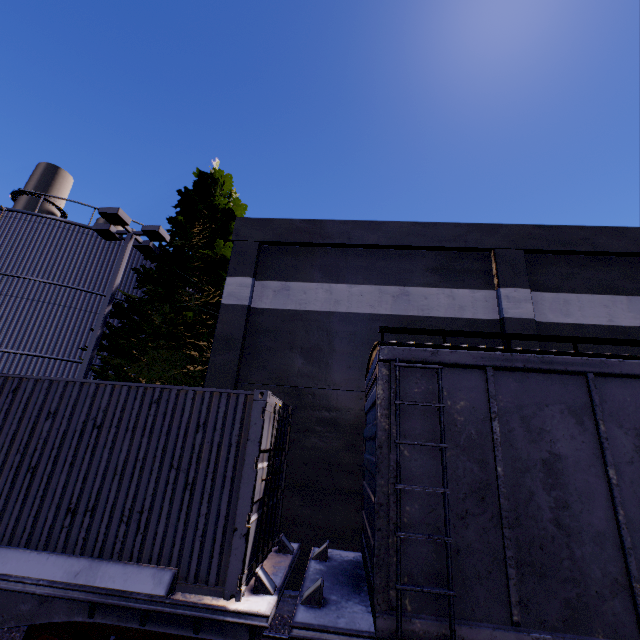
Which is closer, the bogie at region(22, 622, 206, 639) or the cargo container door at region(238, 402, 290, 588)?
the bogie at region(22, 622, 206, 639)

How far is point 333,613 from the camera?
4.0 meters

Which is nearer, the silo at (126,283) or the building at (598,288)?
the building at (598,288)

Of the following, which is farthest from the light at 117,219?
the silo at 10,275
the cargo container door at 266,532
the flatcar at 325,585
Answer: the flatcar at 325,585

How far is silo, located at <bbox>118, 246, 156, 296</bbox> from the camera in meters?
15.2

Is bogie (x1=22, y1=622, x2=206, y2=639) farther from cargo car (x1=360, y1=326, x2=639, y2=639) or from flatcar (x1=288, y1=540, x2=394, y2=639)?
cargo car (x1=360, y1=326, x2=639, y2=639)

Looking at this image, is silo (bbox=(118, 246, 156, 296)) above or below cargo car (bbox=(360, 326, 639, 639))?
above

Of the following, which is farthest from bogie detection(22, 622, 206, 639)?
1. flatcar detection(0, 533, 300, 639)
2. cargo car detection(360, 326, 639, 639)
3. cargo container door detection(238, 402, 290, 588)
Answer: cargo car detection(360, 326, 639, 639)
